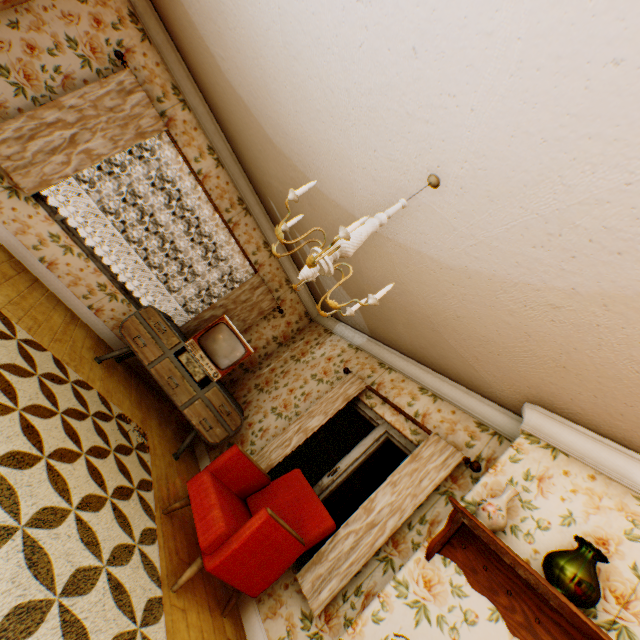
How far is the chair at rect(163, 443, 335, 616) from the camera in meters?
2.5

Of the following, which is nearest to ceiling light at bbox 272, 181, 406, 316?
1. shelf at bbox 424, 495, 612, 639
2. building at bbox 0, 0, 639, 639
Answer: building at bbox 0, 0, 639, 639

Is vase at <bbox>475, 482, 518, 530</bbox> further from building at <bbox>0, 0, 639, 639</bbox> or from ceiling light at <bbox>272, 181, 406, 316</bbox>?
ceiling light at <bbox>272, 181, 406, 316</bbox>

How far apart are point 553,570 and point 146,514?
3.0 meters

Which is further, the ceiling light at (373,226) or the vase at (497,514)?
the vase at (497,514)

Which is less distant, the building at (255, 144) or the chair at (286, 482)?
the building at (255, 144)

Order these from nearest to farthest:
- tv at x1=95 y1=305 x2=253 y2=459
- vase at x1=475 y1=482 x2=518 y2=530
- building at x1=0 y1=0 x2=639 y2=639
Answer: building at x1=0 y1=0 x2=639 y2=639 → vase at x1=475 y1=482 x2=518 y2=530 → tv at x1=95 y1=305 x2=253 y2=459

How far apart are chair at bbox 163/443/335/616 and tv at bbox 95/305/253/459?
0.88m
